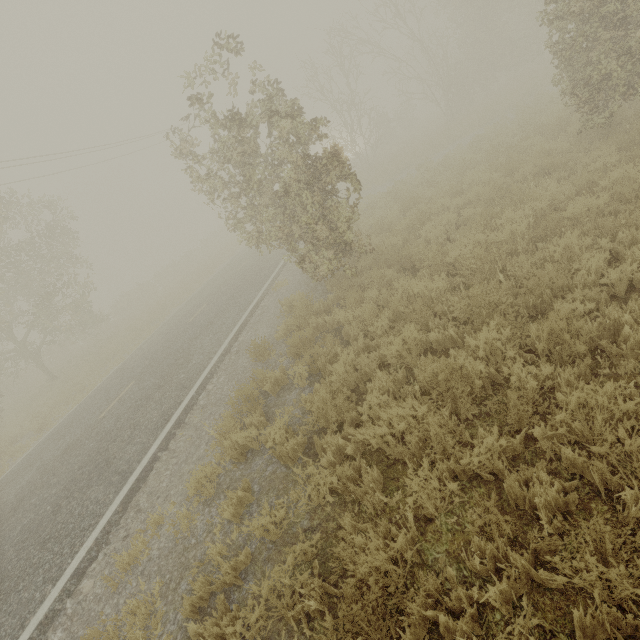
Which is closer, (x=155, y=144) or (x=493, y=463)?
(x=493, y=463)

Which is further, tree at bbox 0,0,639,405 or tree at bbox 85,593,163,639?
tree at bbox 0,0,639,405

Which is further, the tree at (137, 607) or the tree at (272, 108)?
the tree at (272, 108)

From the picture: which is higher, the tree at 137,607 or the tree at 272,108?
the tree at 272,108

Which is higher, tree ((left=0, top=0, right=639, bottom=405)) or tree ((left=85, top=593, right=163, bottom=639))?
tree ((left=0, top=0, right=639, bottom=405))
